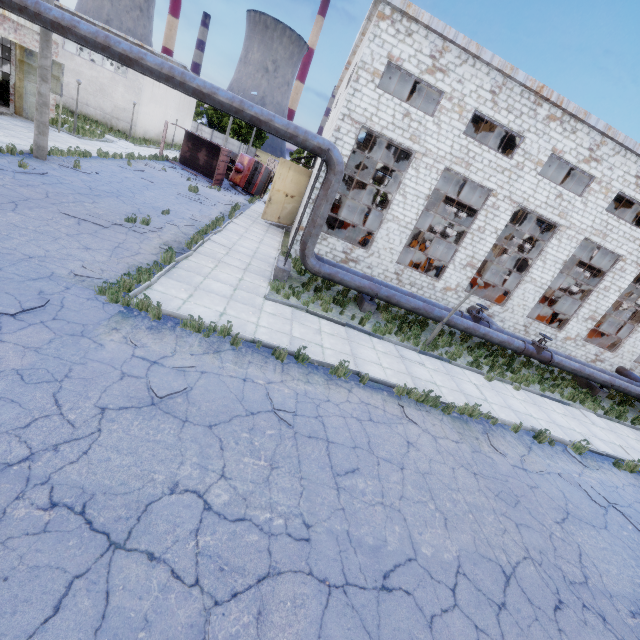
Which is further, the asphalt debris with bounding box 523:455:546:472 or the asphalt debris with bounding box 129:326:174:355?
Result: the asphalt debris with bounding box 523:455:546:472

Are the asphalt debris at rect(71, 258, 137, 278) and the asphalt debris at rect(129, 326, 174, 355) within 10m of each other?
yes

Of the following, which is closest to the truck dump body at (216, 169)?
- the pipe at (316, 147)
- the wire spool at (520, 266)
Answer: the pipe at (316, 147)

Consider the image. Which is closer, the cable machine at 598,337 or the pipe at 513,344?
the pipe at 513,344

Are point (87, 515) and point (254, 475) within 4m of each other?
yes

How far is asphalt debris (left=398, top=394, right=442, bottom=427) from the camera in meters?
7.9

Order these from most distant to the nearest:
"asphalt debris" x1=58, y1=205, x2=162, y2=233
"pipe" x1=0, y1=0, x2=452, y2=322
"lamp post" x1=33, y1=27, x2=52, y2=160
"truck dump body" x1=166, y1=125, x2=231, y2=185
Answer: "truck dump body" x1=166, y1=125, x2=231, y2=185, "lamp post" x1=33, y1=27, x2=52, y2=160, "asphalt debris" x1=58, y1=205, x2=162, y2=233, "pipe" x1=0, y1=0, x2=452, y2=322
